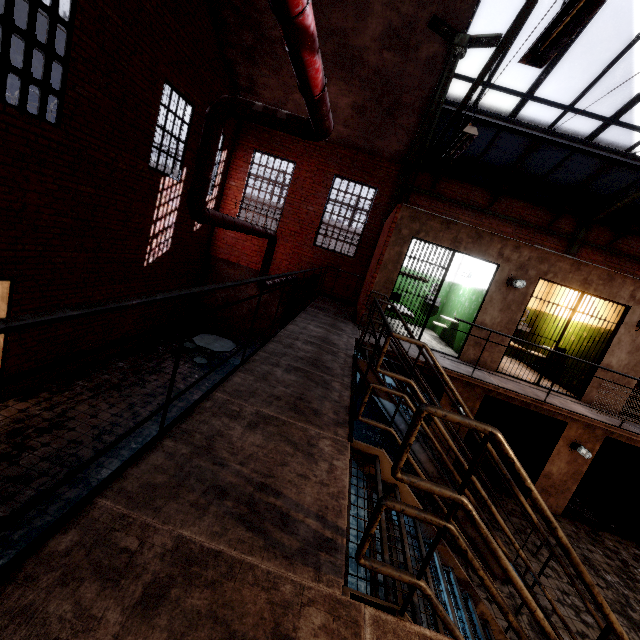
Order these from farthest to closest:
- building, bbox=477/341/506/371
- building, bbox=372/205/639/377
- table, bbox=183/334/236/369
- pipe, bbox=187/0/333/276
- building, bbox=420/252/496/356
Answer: table, bbox=183/334/236/369 → building, bbox=420/252/496/356 → building, bbox=477/341/506/371 → building, bbox=372/205/639/377 → pipe, bbox=187/0/333/276

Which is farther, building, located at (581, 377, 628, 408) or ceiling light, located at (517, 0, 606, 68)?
building, located at (581, 377, 628, 408)

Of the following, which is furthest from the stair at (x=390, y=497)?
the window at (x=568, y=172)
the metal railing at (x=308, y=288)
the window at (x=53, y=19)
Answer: the window at (x=53, y=19)

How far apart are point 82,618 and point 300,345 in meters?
3.9

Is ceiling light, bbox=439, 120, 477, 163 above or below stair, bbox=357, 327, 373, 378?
above

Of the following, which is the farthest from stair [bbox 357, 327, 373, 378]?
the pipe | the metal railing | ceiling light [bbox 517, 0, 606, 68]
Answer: ceiling light [bbox 517, 0, 606, 68]

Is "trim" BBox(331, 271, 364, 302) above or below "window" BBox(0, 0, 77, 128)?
below

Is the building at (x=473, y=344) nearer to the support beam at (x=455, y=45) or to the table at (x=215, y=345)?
the support beam at (x=455, y=45)
